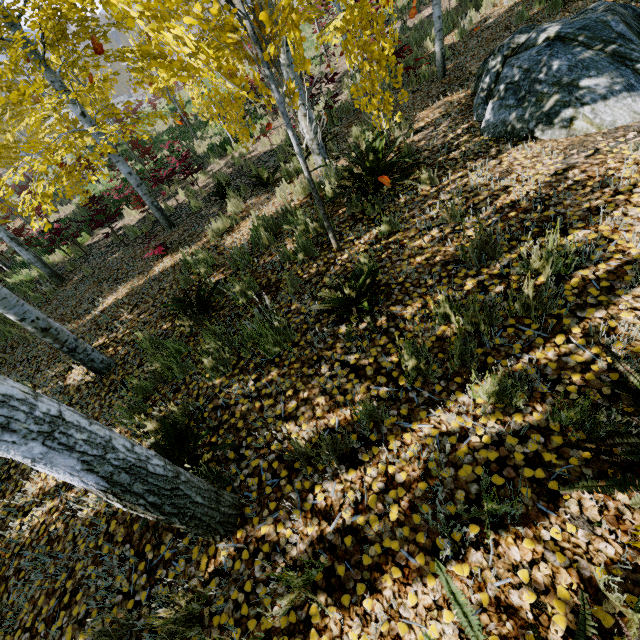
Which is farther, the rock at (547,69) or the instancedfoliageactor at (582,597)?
the rock at (547,69)

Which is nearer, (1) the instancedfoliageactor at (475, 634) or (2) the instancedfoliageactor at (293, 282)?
(1) the instancedfoliageactor at (475, 634)

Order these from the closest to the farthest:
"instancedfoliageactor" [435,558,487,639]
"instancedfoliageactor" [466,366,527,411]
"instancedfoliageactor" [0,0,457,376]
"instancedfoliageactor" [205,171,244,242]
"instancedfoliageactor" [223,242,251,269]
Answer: "instancedfoliageactor" [435,558,487,639]
"instancedfoliageactor" [466,366,527,411]
"instancedfoliageactor" [0,0,457,376]
"instancedfoliageactor" [223,242,251,269]
"instancedfoliageactor" [205,171,244,242]

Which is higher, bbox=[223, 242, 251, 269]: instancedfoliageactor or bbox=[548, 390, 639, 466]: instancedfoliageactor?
bbox=[548, 390, 639, 466]: instancedfoliageactor

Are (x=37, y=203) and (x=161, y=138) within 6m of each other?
no

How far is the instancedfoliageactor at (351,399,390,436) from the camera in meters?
2.3 m
